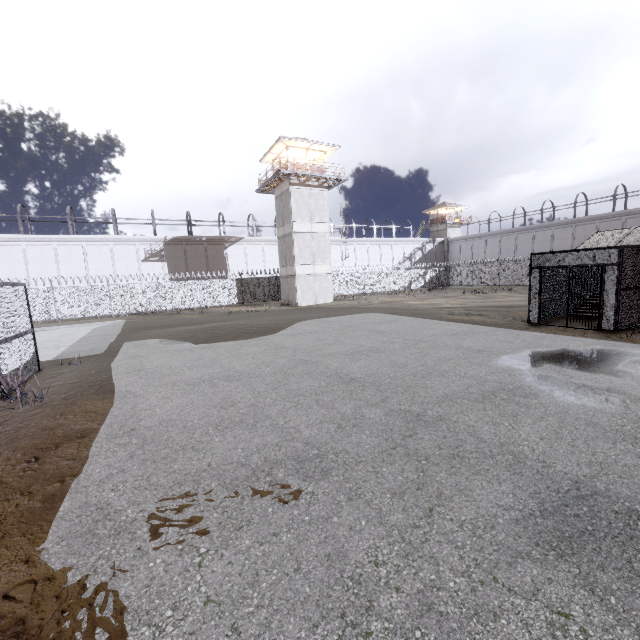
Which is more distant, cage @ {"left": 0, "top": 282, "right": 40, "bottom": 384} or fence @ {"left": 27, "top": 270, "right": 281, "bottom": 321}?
fence @ {"left": 27, "top": 270, "right": 281, "bottom": 321}

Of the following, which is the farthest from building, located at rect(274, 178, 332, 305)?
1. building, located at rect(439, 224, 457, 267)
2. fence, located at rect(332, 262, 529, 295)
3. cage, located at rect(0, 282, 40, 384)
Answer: building, located at rect(439, 224, 457, 267)

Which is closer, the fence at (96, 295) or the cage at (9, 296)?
the cage at (9, 296)

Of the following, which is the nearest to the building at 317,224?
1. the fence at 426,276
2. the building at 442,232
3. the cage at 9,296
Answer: the fence at 426,276

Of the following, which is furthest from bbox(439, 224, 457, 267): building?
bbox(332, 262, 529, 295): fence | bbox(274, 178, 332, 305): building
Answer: bbox(274, 178, 332, 305): building

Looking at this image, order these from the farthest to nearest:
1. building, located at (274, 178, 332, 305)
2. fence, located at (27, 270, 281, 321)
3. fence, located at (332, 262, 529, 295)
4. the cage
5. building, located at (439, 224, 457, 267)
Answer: building, located at (439, 224, 457, 267) → fence, located at (332, 262, 529, 295) → building, located at (274, 178, 332, 305) → fence, located at (27, 270, 281, 321) → the cage

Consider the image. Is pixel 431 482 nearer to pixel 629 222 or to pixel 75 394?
Result: pixel 75 394

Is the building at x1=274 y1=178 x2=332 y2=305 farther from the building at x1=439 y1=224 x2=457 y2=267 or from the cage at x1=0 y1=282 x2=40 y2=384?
the building at x1=439 y1=224 x2=457 y2=267
